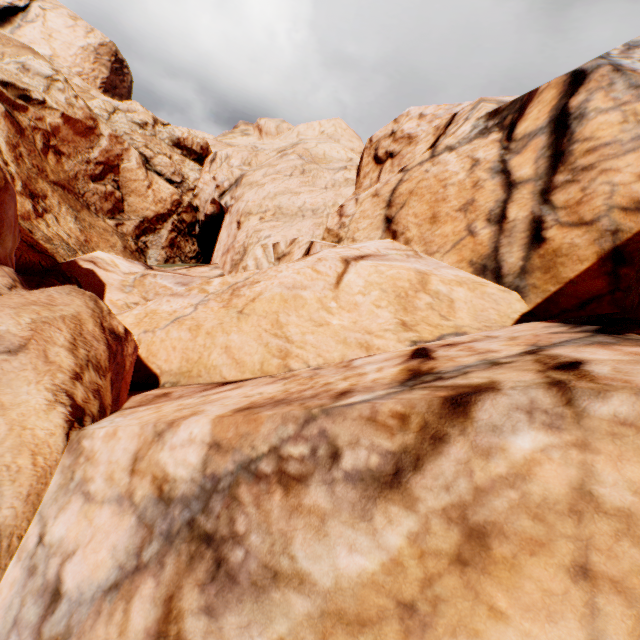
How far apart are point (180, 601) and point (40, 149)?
21.5 meters
